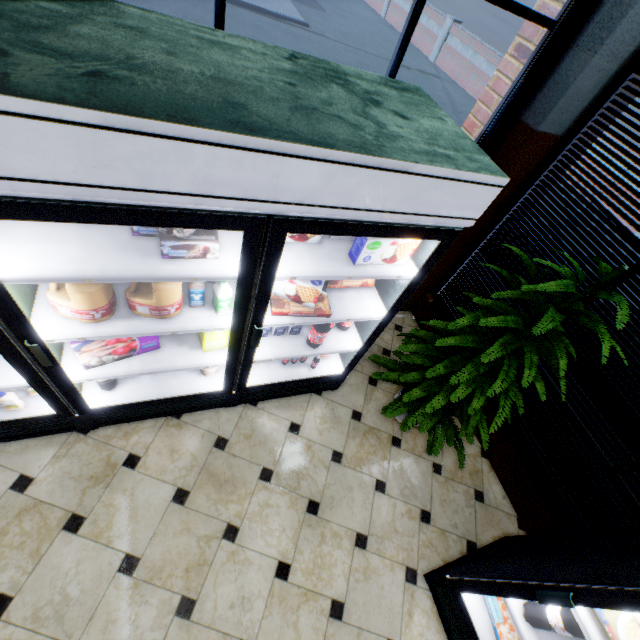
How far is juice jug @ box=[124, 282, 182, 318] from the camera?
1.57m

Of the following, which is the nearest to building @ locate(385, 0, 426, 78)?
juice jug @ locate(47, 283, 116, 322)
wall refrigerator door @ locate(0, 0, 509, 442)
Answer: wall refrigerator door @ locate(0, 0, 509, 442)

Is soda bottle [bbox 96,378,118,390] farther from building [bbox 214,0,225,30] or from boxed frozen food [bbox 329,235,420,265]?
boxed frozen food [bbox 329,235,420,265]

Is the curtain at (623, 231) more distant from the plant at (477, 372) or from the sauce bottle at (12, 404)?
the sauce bottle at (12, 404)

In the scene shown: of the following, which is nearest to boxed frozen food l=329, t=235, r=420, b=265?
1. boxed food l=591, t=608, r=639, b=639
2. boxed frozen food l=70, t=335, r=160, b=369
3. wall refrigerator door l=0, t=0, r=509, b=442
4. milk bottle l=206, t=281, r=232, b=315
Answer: wall refrigerator door l=0, t=0, r=509, b=442

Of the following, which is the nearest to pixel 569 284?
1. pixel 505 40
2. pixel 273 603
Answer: pixel 273 603

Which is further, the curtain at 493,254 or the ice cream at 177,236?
the curtain at 493,254
